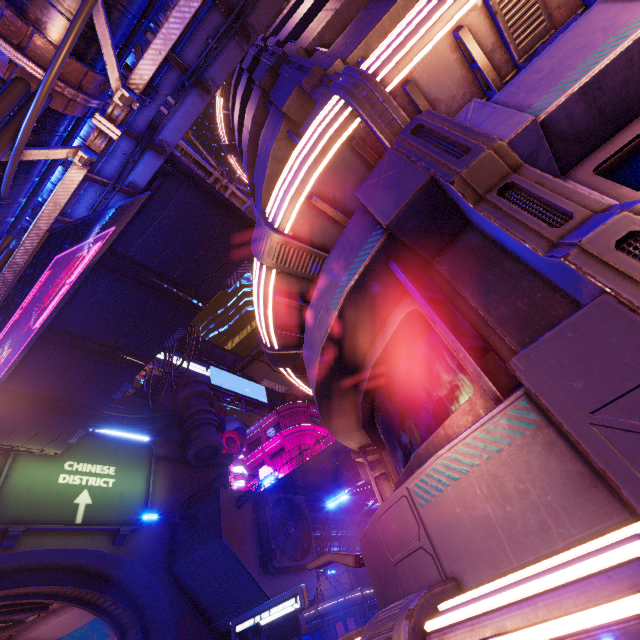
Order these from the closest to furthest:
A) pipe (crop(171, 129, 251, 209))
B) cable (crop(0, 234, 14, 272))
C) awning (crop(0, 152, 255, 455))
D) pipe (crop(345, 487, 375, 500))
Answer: cable (crop(0, 234, 14, 272))
awning (crop(0, 152, 255, 455))
pipe (crop(171, 129, 251, 209))
pipe (crop(345, 487, 375, 500))

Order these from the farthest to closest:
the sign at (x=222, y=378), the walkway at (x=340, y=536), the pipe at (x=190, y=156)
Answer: the sign at (x=222, y=378) < the walkway at (x=340, y=536) < the pipe at (x=190, y=156)

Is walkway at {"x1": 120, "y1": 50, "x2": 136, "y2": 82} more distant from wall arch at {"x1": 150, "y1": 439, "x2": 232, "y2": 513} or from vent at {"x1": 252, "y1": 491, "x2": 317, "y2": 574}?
vent at {"x1": 252, "y1": 491, "x2": 317, "y2": 574}

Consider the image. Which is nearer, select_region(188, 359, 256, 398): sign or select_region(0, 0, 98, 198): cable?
select_region(0, 0, 98, 198): cable

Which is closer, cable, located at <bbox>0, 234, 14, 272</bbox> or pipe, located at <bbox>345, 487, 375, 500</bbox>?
cable, located at <bbox>0, 234, 14, 272</bbox>

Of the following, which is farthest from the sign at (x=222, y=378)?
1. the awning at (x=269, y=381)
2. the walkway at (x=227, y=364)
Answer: the awning at (x=269, y=381)

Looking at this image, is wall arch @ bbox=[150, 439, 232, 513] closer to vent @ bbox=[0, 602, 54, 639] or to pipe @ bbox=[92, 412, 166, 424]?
pipe @ bbox=[92, 412, 166, 424]

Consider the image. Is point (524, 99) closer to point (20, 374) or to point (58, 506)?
point (20, 374)
